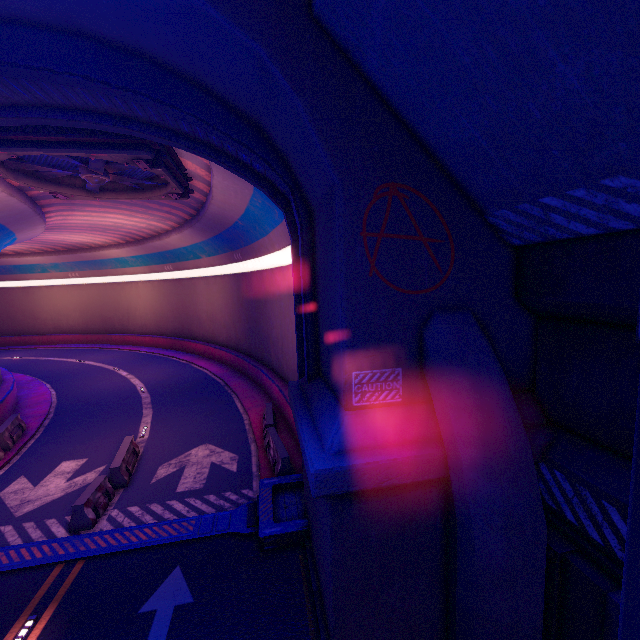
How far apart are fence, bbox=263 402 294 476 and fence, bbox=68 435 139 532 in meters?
5.2

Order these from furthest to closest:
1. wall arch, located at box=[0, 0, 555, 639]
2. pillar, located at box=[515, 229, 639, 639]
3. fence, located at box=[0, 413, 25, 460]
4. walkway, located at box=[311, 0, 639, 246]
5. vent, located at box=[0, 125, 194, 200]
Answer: fence, located at box=[0, 413, 25, 460] → vent, located at box=[0, 125, 194, 200] → wall arch, located at box=[0, 0, 555, 639] → pillar, located at box=[515, 229, 639, 639] → walkway, located at box=[311, 0, 639, 246]

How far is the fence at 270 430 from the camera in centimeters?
1096cm

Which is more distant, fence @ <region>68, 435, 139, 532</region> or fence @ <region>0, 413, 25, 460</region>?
fence @ <region>0, 413, 25, 460</region>

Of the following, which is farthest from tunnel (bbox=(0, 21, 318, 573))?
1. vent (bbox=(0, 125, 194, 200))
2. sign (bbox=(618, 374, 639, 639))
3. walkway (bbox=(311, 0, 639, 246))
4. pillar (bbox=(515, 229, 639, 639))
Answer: sign (bbox=(618, 374, 639, 639))

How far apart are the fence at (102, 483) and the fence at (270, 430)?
5.2m

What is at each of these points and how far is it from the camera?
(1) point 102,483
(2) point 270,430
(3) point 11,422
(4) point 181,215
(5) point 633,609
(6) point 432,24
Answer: (1) fence, 10.36m
(2) fence, 12.93m
(3) fence, 14.87m
(4) tunnel, 21.92m
(5) sign, 2.32m
(6) walkway, 3.59m

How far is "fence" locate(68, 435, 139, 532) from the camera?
9.3m
